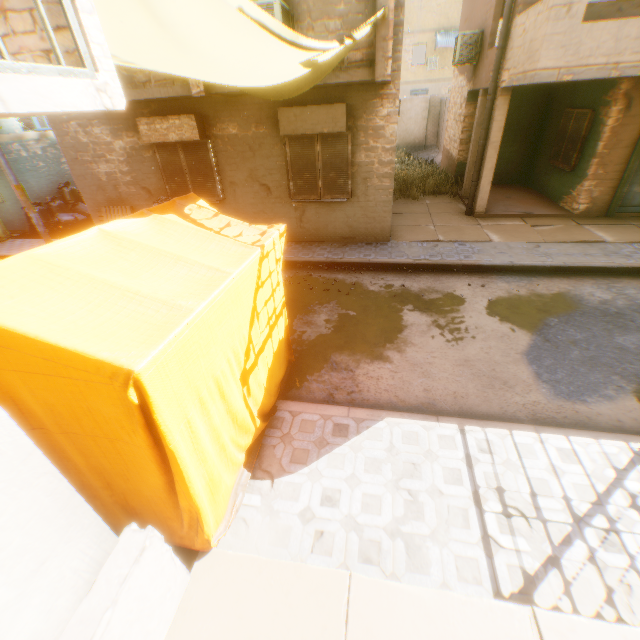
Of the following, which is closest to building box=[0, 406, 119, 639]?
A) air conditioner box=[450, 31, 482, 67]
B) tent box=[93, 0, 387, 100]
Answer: tent box=[93, 0, 387, 100]

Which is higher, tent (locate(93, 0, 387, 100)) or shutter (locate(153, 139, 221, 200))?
tent (locate(93, 0, 387, 100))

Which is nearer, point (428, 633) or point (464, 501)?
point (428, 633)

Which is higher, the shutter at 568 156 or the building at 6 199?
the shutter at 568 156

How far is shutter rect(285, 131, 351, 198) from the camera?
7.9 meters

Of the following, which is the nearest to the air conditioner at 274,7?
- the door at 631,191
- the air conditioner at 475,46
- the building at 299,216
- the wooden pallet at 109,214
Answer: the building at 299,216

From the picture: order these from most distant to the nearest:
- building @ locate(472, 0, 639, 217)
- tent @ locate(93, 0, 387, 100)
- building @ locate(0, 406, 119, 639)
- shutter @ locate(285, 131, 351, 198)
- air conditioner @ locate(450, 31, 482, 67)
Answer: air conditioner @ locate(450, 31, 482, 67) < shutter @ locate(285, 131, 351, 198) < building @ locate(472, 0, 639, 217) < tent @ locate(93, 0, 387, 100) < building @ locate(0, 406, 119, 639)

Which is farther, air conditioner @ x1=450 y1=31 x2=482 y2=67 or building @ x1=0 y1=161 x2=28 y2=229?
building @ x1=0 y1=161 x2=28 y2=229
